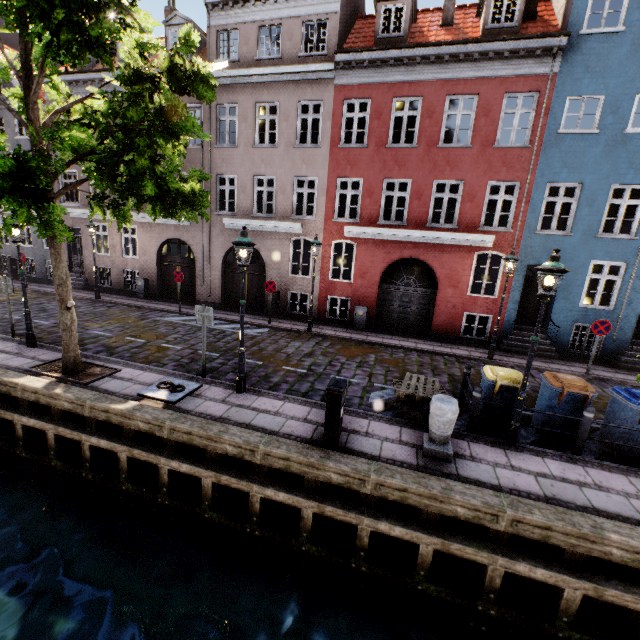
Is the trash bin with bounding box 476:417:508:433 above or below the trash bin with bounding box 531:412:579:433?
below

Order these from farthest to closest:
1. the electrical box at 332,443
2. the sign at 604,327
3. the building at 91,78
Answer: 1. the building at 91,78
2. the sign at 604,327
3. the electrical box at 332,443

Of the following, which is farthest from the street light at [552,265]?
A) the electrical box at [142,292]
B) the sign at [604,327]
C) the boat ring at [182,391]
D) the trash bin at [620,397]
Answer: the electrical box at [142,292]

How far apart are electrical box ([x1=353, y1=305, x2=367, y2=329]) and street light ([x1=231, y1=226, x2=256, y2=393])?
7.60m

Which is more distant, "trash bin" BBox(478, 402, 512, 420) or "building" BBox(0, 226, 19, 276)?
"building" BBox(0, 226, 19, 276)

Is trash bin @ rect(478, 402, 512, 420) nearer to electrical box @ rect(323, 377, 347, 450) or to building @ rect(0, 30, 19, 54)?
electrical box @ rect(323, 377, 347, 450)

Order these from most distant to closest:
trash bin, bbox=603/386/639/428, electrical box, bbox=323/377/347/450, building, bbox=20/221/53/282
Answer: building, bbox=20/221/53/282
trash bin, bbox=603/386/639/428
electrical box, bbox=323/377/347/450

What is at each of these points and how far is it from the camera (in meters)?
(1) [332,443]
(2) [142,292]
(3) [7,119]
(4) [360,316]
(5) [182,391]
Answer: (1) electrical box, 5.84
(2) electrical box, 17.52
(3) building, 18.23
(4) electrical box, 14.39
(5) boat ring, 7.46
